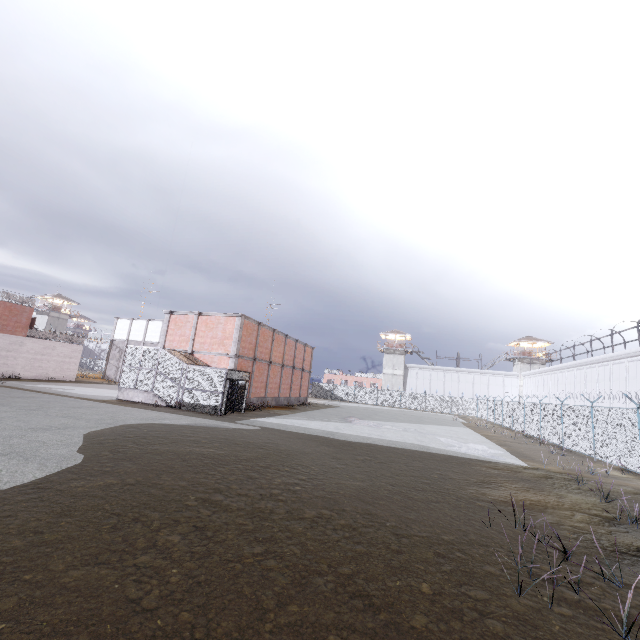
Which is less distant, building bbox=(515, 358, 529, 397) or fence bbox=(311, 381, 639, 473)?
fence bbox=(311, 381, 639, 473)

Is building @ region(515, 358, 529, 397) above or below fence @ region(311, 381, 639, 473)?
above

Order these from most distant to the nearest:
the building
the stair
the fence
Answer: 1. the building
2. the stair
3. the fence

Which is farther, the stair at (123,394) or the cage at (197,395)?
the stair at (123,394)

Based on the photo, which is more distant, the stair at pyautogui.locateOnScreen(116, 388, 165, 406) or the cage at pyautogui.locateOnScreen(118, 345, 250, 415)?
the stair at pyautogui.locateOnScreen(116, 388, 165, 406)

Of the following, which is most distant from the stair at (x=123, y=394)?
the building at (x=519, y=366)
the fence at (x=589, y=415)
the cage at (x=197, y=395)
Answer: the building at (x=519, y=366)

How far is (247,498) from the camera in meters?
7.0

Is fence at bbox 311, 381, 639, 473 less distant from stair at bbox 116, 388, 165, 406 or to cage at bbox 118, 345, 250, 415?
cage at bbox 118, 345, 250, 415
